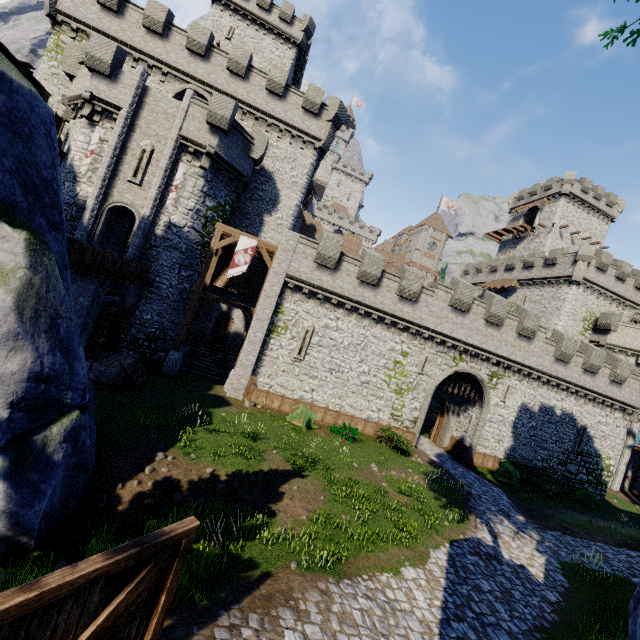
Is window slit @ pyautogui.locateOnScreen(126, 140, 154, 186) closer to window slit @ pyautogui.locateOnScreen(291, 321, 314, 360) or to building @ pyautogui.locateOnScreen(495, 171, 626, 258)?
window slit @ pyautogui.locateOnScreen(291, 321, 314, 360)

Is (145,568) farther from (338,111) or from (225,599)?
(338,111)

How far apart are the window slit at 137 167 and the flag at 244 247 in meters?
6.7

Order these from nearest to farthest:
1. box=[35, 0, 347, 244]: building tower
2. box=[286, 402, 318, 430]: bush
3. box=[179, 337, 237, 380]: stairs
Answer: box=[286, 402, 318, 430]: bush, box=[35, 0, 347, 244]: building tower, box=[179, 337, 237, 380]: stairs

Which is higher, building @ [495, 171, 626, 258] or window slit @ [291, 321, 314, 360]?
building @ [495, 171, 626, 258]

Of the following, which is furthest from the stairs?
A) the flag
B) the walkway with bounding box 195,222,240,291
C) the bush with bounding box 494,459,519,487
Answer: the bush with bounding box 494,459,519,487

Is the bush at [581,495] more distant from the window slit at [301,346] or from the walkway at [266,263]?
the walkway at [266,263]

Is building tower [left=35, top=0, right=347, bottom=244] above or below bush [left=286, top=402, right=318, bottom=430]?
above
